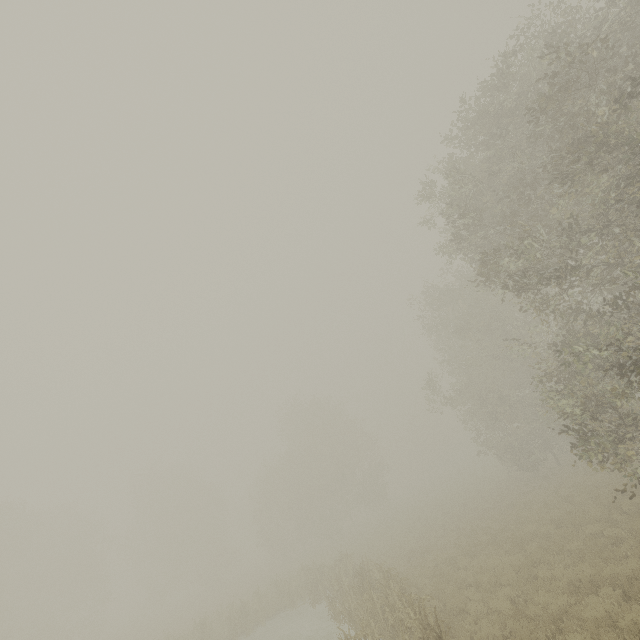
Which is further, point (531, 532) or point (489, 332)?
point (489, 332)
